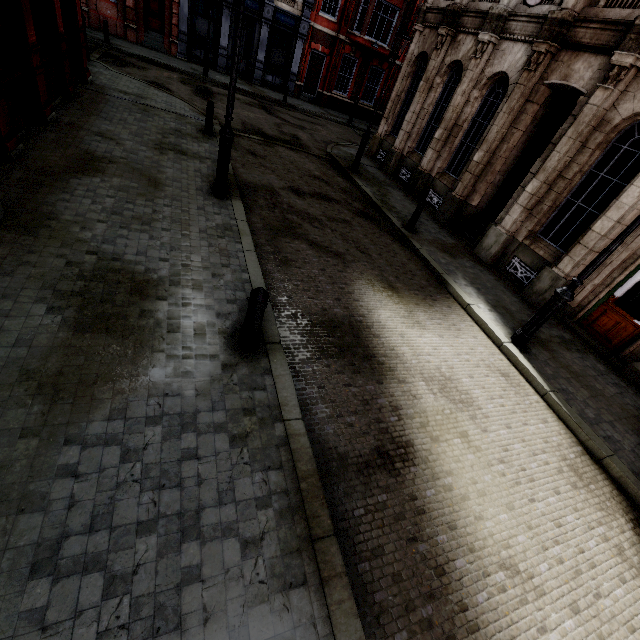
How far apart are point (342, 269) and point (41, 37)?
9.94m

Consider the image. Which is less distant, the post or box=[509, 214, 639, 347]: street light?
the post

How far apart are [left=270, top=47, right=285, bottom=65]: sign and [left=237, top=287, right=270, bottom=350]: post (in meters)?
26.46

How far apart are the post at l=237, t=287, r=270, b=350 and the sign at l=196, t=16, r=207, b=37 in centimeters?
2599cm

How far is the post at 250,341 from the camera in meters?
3.9 m

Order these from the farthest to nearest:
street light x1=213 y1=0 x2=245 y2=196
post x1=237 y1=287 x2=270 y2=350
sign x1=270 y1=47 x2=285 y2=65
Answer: sign x1=270 y1=47 x2=285 y2=65, street light x1=213 y1=0 x2=245 y2=196, post x1=237 y1=287 x2=270 y2=350

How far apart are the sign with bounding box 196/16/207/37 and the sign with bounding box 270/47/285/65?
3.91m

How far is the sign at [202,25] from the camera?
20.6 meters
